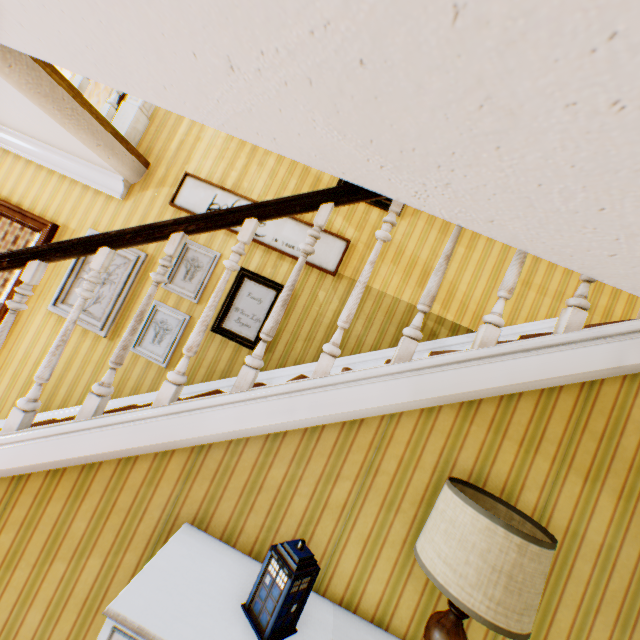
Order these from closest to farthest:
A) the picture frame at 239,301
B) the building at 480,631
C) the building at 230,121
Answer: the building at 230,121
the building at 480,631
the picture frame at 239,301

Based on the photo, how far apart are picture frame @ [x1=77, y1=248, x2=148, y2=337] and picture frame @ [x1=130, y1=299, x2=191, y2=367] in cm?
33

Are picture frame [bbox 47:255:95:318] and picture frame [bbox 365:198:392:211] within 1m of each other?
no

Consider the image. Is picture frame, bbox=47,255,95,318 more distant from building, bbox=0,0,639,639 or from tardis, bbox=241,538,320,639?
tardis, bbox=241,538,320,639

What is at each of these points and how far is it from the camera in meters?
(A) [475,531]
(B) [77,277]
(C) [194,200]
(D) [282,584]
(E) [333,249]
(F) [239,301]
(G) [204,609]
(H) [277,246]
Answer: (A) lamp, 1.1 m
(B) picture frame, 3.5 m
(C) picture frame, 3.5 m
(D) tardis, 1.2 m
(E) picture frame, 3.4 m
(F) picture frame, 3.4 m
(G) cabinet, 1.2 m
(H) picture frame, 3.4 m

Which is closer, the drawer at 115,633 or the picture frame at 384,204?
the drawer at 115,633

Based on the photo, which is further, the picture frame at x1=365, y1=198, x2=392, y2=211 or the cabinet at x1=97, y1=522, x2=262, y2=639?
the picture frame at x1=365, y1=198, x2=392, y2=211

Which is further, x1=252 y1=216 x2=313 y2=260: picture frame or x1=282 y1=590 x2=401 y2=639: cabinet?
x1=252 y1=216 x2=313 y2=260: picture frame
